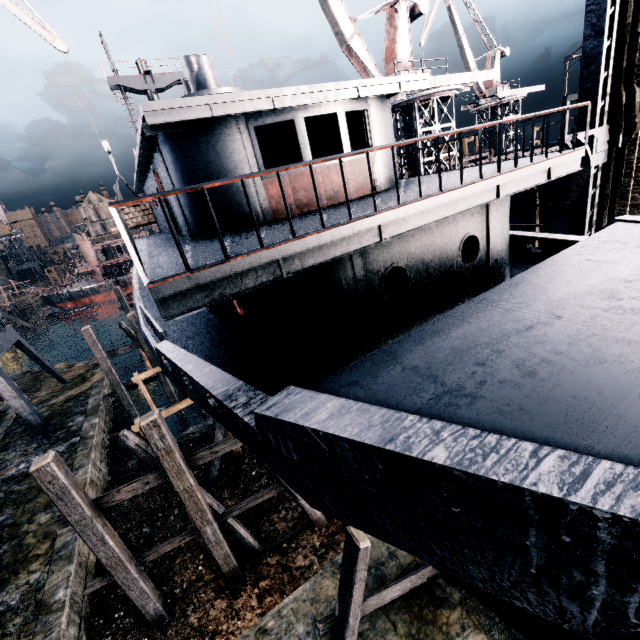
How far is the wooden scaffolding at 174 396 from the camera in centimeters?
2255cm

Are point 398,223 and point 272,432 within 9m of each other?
yes

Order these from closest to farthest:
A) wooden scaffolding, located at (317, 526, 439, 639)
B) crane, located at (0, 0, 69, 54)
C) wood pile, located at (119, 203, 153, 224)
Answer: wooden scaffolding, located at (317, 526, 439, 639) → crane, located at (0, 0, 69, 54) → wood pile, located at (119, 203, 153, 224)

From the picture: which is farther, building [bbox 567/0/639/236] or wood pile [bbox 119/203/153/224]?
wood pile [bbox 119/203/153/224]

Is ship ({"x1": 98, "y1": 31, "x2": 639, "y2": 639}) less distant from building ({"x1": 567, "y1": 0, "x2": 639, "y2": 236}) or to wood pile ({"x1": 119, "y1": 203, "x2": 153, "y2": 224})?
wood pile ({"x1": 119, "y1": 203, "x2": 153, "y2": 224})

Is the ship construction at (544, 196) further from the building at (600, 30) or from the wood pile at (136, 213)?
the building at (600, 30)

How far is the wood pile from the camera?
20.4 meters

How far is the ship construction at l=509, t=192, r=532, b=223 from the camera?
25.50m
